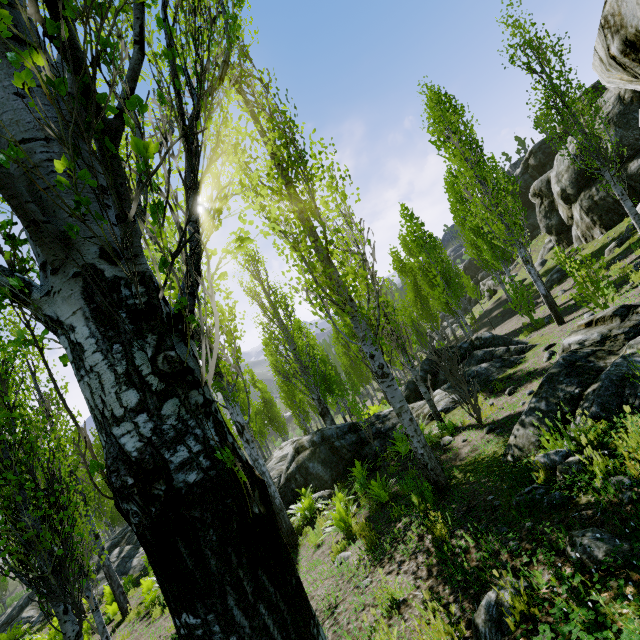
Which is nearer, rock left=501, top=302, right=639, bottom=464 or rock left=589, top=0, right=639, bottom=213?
rock left=589, top=0, right=639, bottom=213

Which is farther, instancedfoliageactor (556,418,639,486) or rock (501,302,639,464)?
rock (501,302,639,464)

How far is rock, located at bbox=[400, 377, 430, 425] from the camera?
11.1m

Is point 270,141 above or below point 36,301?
above

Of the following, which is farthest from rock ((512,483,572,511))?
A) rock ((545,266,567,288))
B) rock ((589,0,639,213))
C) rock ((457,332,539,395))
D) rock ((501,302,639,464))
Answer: rock ((545,266,567,288))

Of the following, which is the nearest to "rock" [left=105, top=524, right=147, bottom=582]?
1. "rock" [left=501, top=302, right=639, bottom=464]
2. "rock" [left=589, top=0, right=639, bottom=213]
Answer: "rock" [left=501, top=302, right=639, bottom=464]

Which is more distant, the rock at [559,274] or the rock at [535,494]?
the rock at [559,274]

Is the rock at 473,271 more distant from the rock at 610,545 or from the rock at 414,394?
the rock at 414,394
